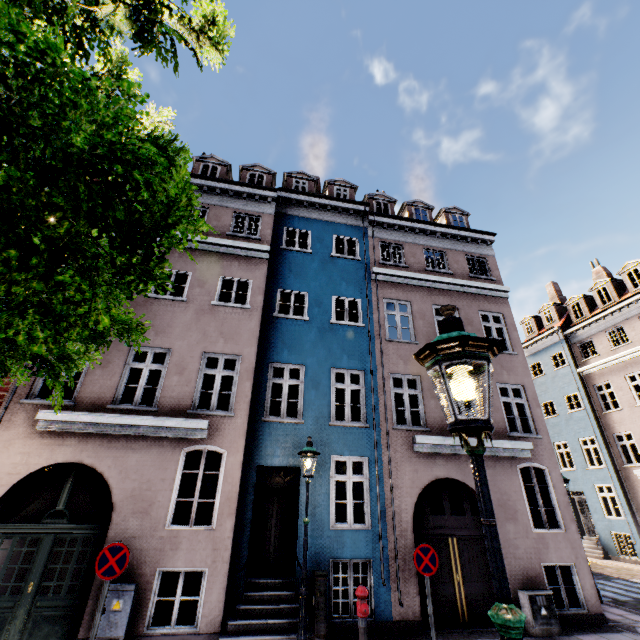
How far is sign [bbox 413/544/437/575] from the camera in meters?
6.6

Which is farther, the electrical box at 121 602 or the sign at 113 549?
the electrical box at 121 602

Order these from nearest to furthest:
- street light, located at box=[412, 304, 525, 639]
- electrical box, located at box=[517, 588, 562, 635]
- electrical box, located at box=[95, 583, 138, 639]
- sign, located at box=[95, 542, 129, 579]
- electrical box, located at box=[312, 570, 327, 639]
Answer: street light, located at box=[412, 304, 525, 639] < sign, located at box=[95, 542, 129, 579] < electrical box, located at box=[95, 583, 138, 639] < electrical box, located at box=[312, 570, 327, 639] < electrical box, located at box=[517, 588, 562, 635]

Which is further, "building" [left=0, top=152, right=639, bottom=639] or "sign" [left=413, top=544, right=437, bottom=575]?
"building" [left=0, top=152, right=639, bottom=639]

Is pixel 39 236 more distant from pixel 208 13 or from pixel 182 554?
pixel 182 554

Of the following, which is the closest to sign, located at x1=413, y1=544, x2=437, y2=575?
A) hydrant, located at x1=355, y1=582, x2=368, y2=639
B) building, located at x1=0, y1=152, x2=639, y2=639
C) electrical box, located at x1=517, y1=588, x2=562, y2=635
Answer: hydrant, located at x1=355, y1=582, x2=368, y2=639

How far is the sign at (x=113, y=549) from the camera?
5.7 meters

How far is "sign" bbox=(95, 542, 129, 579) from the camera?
5.70m
